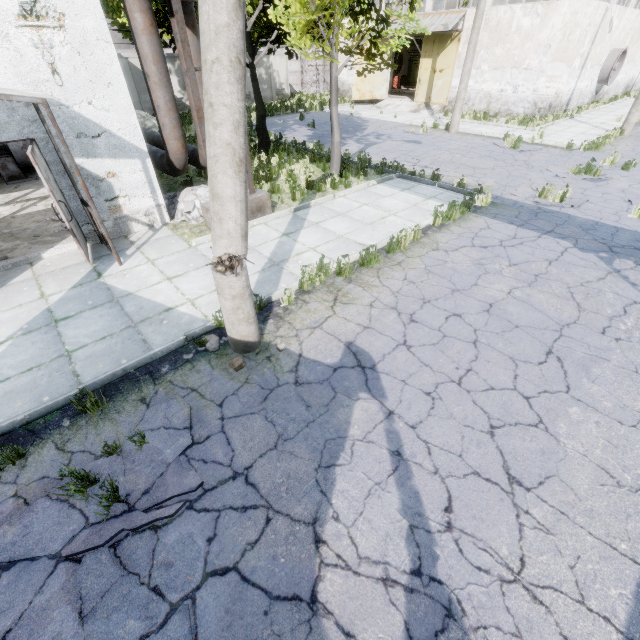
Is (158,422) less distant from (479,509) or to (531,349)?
(479,509)

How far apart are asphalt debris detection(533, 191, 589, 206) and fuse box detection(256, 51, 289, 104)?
23.7 meters

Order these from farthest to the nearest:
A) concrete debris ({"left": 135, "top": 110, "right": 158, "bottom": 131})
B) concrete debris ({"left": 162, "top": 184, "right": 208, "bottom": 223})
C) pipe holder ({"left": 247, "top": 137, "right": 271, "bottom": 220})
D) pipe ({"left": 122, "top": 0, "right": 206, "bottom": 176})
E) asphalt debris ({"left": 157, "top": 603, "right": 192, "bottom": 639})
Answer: concrete debris ({"left": 135, "top": 110, "right": 158, "bottom": 131}) → concrete debris ({"left": 162, "top": 184, "right": 208, "bottom": 223}) → pipe holder ({"left": 247, "top": 137, "right": 271, "bottom": 220}) → pipe ({"left": 122, "top": 0, "right": 206, "bottom": 176}) → asphalt debris ({"left": 157, "top": 603, "right": 192, "bottom": 639})

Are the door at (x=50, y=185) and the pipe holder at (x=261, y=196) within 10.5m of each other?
yes

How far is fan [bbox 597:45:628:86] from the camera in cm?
2144

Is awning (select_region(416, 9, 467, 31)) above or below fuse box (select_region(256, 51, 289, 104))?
above

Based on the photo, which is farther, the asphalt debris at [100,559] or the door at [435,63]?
the door at [435,63]

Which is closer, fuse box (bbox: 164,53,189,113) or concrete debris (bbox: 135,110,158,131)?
concrete debris (bbox: 135,110,158,131)
